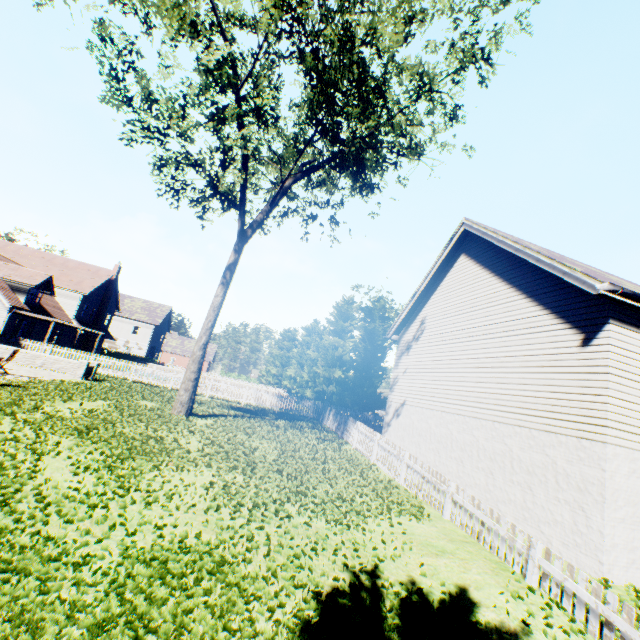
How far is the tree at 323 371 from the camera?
28.5m

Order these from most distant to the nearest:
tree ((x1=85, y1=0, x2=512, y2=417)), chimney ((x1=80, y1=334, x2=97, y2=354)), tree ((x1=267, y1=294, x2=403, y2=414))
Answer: chimney ((x1=80, y1=334, x2=97, y2=354))
tree ((x1=267, y1=294, x2=403, y2=414))
tree ((x1=85, y1=0, x2=512, y2=417))

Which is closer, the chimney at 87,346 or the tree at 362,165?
the tree at 362,165

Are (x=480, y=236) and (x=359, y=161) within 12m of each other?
Result: yes

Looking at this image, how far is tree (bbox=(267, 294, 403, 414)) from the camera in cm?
2847

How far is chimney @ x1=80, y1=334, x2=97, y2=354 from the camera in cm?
3841

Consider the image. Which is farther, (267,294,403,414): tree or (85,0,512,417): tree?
(267,294,403,414): tree

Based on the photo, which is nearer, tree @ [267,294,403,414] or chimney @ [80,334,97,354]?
tree @ [267,294,403,414]
